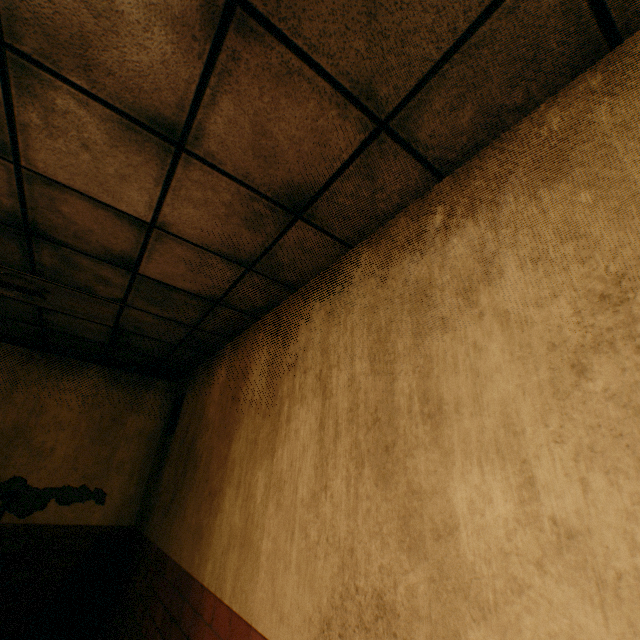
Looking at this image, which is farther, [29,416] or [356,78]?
[29,416]
